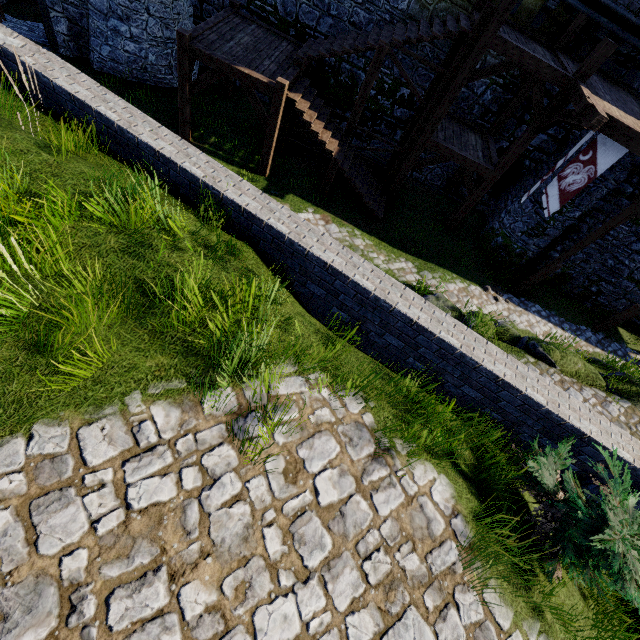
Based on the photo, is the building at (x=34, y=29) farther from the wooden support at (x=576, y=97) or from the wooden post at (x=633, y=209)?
the wooden post at (x=633, y=209)

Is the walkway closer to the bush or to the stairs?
the stairs

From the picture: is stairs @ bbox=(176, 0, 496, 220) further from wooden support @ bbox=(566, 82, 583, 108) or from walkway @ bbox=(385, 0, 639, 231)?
wooden support @ bbox=(566, 82, 583, 108)

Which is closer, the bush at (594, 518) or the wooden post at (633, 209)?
the bush at (594, 518)

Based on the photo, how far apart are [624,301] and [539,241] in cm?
543

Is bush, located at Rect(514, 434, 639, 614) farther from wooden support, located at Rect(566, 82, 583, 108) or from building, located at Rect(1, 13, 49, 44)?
building, located at Rect(1, 13, 49, 44)

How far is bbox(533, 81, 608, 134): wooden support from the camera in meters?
8.1
